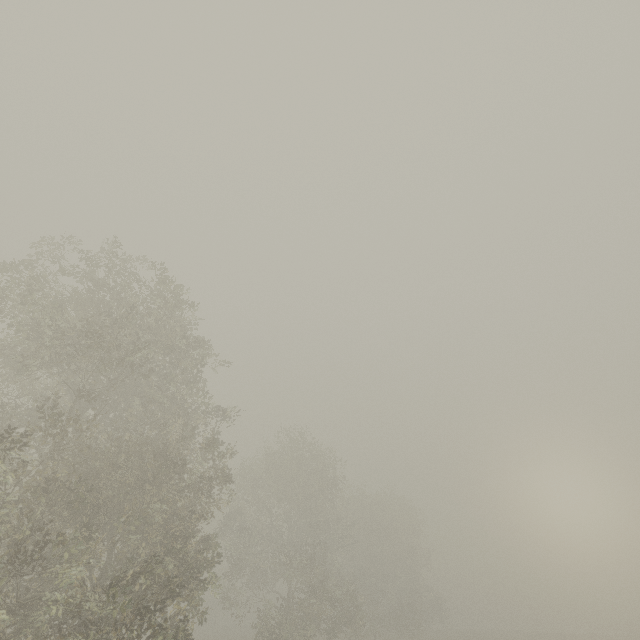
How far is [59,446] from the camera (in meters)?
11.45
